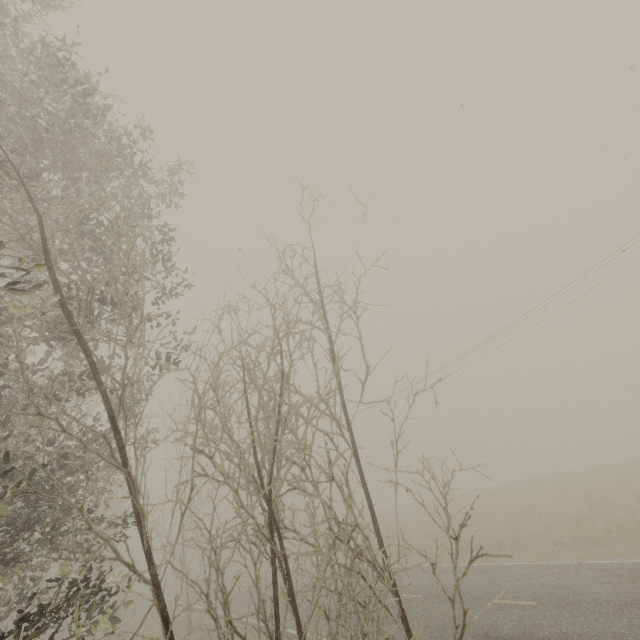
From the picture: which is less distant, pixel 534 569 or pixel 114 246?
pixel 114 246
